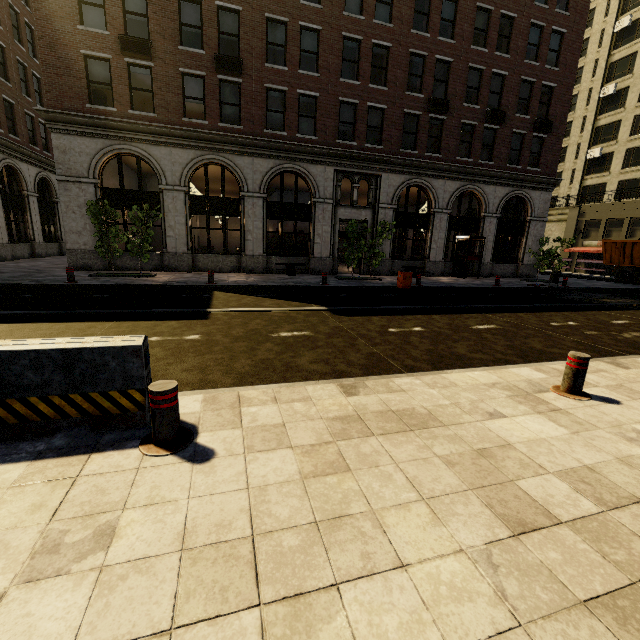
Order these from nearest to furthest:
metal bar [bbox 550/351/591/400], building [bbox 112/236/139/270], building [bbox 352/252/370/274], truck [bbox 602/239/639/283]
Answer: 1. metal bar [bbox 550/351/591/400]
2. building [bbox 112/236/139/270]
3. building [bbox 352/252/370/274]
4. truck [bbox 602/239/639/283]

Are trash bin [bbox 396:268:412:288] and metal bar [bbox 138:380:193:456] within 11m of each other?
no

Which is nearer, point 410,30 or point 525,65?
point 410,30

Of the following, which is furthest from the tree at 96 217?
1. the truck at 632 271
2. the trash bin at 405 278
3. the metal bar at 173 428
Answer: the truck at 632 271

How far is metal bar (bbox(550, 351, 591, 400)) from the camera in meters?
4.1 m

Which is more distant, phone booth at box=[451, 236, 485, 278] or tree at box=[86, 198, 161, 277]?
phone booth at box=[451, 236, 485, 278]

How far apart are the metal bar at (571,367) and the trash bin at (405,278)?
10.3 meters

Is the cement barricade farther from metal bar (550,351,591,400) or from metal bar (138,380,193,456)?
metal bar (550,351,591,400)
